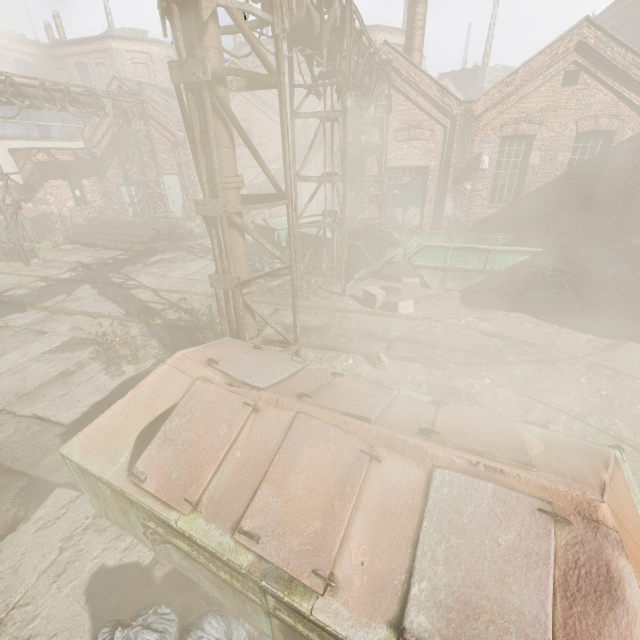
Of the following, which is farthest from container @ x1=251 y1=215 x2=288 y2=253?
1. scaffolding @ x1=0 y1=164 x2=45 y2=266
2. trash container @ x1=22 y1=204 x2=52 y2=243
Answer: trash container @ x1=22 y1=204 x2=52 y2=243

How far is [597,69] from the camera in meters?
11.6

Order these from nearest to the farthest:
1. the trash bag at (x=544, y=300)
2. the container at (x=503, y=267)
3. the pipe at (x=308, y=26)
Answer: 1. the pipe at (x=308, y=26)
2. the trash bag at (x=544, y=300)
3. the container at (x=503, y=267)

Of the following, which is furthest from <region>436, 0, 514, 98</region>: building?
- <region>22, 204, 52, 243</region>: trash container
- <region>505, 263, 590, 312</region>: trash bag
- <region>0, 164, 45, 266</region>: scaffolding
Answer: <region>22, 204, 52, 243</region>: trash container

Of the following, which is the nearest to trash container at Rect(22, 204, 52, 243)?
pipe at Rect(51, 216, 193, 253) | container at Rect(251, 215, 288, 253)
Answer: pipe at Rect(51, 216, 193, 253)

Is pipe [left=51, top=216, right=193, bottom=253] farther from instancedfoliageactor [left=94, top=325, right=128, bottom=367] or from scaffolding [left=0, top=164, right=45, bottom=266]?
instancedfoliageactor [left=94, top=325, right=128, bottom=367]

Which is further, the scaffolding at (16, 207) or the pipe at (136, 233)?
the pipe at (136, 233)

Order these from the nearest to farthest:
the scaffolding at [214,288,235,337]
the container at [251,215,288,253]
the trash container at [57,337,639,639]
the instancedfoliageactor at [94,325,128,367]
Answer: the trash container at [57,337,639,639] → the scaffolding at [214,288,235,337] → the instancedfoliageactor at [94,325,128,367] → the container at [251,215,288,253]
